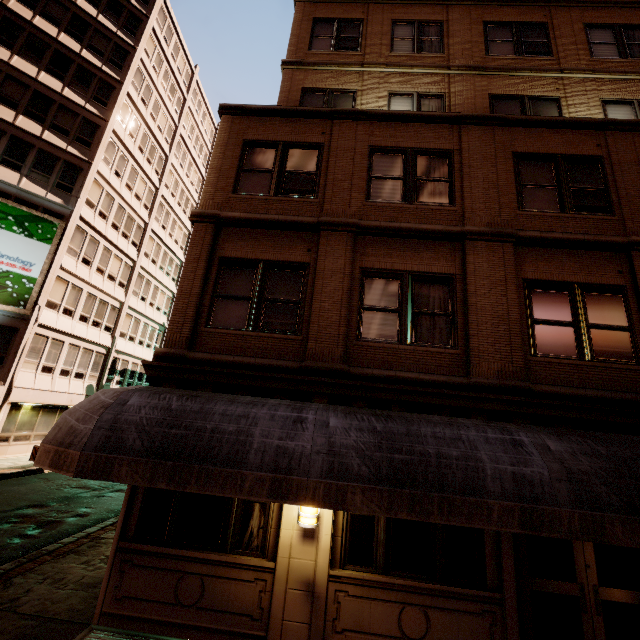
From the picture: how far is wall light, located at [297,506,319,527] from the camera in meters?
5.7 m

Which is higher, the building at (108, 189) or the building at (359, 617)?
the building at (108, 189)

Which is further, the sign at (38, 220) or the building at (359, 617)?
the sign at (38, 220)

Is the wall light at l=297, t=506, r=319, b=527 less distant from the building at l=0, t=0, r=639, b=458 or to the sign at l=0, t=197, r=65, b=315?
the building at l=0, t=0, r=639, b=458

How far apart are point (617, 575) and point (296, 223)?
9.32m

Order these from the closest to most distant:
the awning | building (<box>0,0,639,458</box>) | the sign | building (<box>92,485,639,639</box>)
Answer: the awning < building (<box>92,485,639,639</box>) < building (<box>0,0,639,458</box>) < the sign

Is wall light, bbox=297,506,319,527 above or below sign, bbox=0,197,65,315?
below
